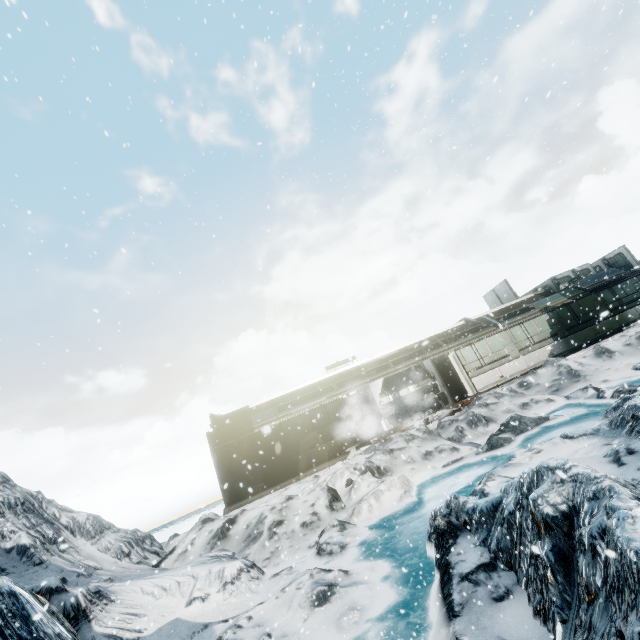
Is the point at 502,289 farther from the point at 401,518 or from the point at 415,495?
the point at 401,518
